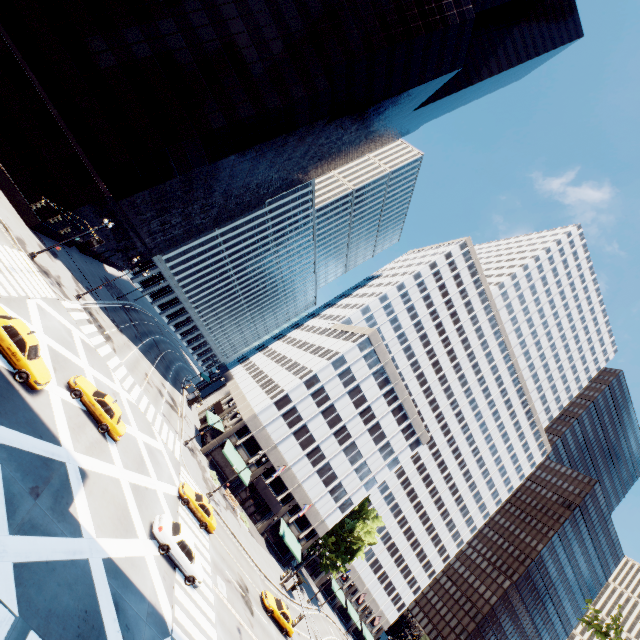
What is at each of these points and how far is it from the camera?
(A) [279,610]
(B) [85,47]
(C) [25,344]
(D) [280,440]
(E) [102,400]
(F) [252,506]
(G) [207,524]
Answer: (A) vehicle, 32.0m
(B) building, 33.9m
(C) vehicle, 17.1m
(D) building, 49.3m
(E) vehicle, 22.0m
(F) door, 49.0m
(G) vehicle, 28.8m

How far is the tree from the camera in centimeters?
5534cm

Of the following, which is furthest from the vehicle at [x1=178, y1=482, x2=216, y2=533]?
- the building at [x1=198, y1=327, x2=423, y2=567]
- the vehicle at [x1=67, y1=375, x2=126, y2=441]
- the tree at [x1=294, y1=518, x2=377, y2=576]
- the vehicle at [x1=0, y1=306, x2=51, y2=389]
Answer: → the tree at [x1=294, y1=518, x2=377, y2=576]

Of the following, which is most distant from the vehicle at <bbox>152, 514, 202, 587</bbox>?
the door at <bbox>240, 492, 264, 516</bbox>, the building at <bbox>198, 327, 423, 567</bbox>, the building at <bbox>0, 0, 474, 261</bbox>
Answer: the building at <bbox>0, 0, 474, 261</bbox>

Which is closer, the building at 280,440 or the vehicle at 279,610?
the vehicle at 279,610

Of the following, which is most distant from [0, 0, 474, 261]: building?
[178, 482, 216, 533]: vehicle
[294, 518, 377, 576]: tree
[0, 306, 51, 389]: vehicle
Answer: [294, 518, 377, 576]: tree

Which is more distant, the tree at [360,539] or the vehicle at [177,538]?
the tree at [360,539]

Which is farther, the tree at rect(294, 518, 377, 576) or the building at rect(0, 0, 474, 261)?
the tree at rect(294, 518, 377, 576)
